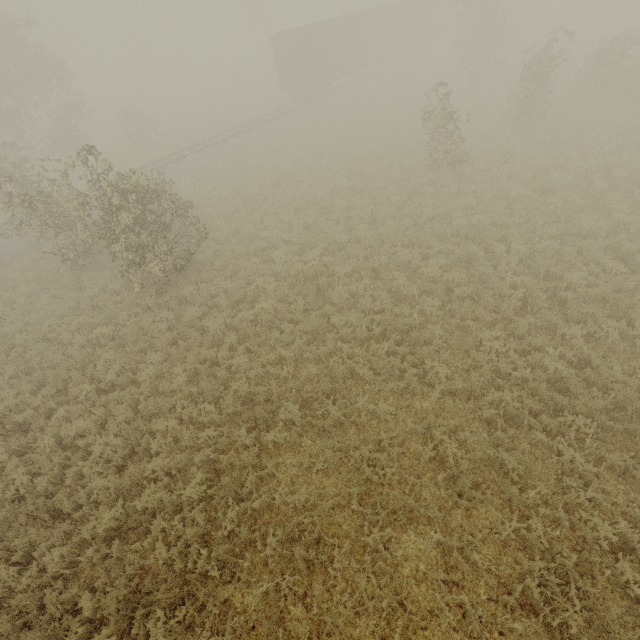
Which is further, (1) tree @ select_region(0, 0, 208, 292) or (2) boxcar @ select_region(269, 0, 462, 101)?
(2) boxcar @ select_region(269, 0, 462, 101)

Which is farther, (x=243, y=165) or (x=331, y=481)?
(x=243, y=165)

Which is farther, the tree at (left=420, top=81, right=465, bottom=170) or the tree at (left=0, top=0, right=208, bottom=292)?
the tree at (left=420, top=81, right=465, bottom=170)

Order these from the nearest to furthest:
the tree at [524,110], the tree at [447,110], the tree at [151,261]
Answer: the tree at [151,261]
the tree at [447,110]
the tree at [524,110]

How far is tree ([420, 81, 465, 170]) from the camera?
13.4 meters

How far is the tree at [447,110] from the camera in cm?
1342

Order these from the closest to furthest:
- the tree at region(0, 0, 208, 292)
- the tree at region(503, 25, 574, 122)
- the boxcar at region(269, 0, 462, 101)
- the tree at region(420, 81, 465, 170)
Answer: the tree at region(0, 0, 208, 292) < the tree at region(420, 81, 465, 170) < the tree at region(503, 25, 574, 122) < the boxcar at region(269, 0, 462, 101)
